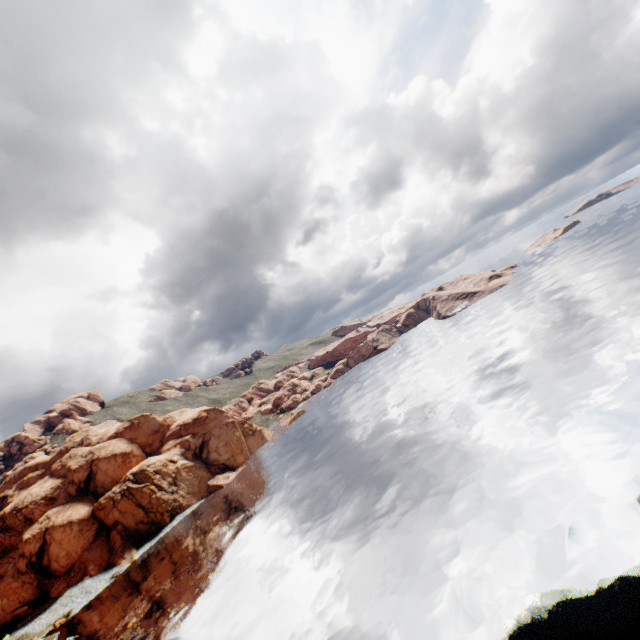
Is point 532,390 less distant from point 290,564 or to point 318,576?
point 318,576
